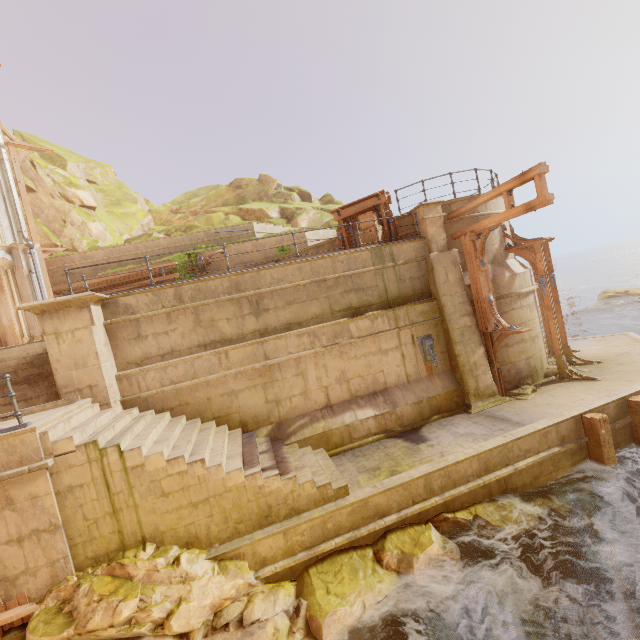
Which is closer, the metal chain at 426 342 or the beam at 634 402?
the beam at 634 402

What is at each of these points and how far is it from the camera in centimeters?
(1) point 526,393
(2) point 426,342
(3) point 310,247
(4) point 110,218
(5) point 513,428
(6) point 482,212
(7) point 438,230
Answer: (1) rubble, 1053cm
(2) metal chain, 1044cm
(3) building, 1399cm
(4) rock, 2461cm
(5) building, 869cm
(6) building, 1144cm
(7) column, 1097cm

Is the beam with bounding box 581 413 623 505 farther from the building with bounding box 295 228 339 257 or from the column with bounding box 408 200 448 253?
the building with bounding box 295 228 339 257

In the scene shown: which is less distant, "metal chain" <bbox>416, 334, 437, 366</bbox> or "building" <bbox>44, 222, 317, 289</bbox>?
"metal chain" <bbox>416, 334, 437, 366</bbox>

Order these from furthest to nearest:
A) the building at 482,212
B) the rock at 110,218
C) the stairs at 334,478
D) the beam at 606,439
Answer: the rock at 110,218
the building at 482,212
the beam at 606,439
the stairs at 334,478

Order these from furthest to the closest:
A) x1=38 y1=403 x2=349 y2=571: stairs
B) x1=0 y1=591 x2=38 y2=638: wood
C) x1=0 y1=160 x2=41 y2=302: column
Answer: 1. x1=0 y1=160 x2=41 y2=302: column
2. x1=38 y1=403 x2=349 y2=571: stairs
3. x1=0 y1=591 x2=38 y2=638: wood

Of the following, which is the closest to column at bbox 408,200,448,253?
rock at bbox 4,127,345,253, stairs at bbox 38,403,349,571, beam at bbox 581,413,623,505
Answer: beam at bbox 581,413,623,505

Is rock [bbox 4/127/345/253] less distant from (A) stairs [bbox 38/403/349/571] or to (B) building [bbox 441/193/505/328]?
(B) building [bbox 441/193/505/328]
